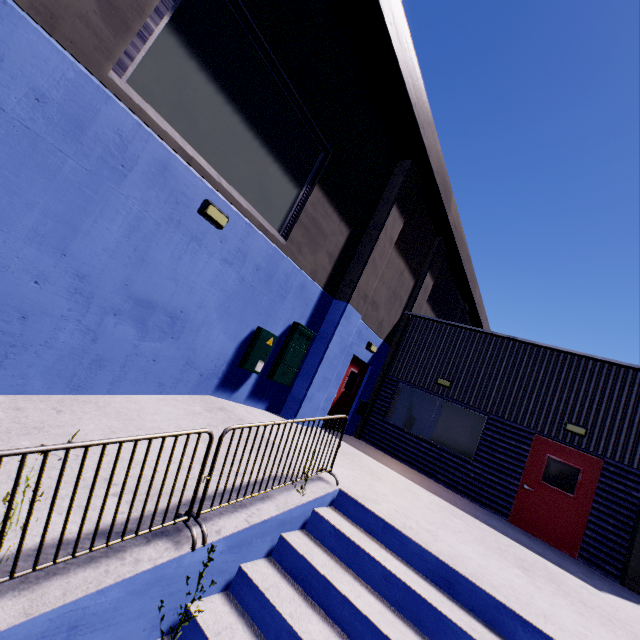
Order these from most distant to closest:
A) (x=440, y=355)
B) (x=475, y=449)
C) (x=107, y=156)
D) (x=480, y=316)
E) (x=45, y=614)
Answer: (x=480, y=316), (x=440, y=355), (x=475, y=449), (x=107, y=156), (x=45, y=614)

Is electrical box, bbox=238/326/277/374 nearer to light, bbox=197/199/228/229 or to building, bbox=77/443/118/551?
building, bbox=77/443/118/551

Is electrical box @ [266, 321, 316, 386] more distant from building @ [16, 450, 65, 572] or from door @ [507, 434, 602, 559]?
door @ [507, 434, 602, 559]

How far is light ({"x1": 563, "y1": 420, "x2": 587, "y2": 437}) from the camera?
8.4 meters

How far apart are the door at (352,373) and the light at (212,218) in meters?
6.0 m

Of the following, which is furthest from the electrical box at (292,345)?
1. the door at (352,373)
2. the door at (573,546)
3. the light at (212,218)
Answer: the door at (573,546)

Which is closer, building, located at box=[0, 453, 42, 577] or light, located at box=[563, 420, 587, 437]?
building, located at box=[0, 453, 42, 577]

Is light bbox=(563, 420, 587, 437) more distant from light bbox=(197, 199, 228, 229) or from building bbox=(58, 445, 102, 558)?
light bbox=(197, 199, 228, 229)
